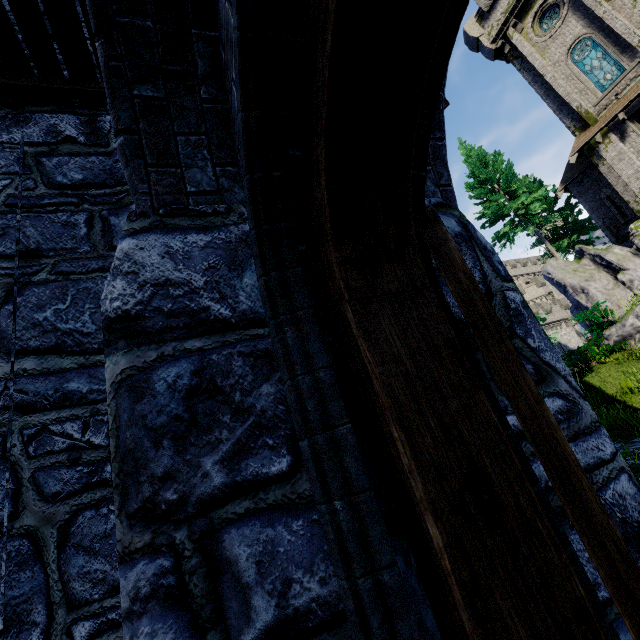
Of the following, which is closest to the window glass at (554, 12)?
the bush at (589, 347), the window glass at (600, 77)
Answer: the window glass at (600, 77)

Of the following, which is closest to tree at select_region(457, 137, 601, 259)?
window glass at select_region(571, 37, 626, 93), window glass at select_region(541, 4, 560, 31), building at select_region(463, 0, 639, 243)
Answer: building at select_region(463, 0, 639, 243)

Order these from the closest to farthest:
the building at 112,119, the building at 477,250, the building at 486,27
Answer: the building at 112,119
the building at 477,250
the building at 486,27

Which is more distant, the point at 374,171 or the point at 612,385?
the point at 612,385

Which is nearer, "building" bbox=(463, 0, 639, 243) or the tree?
"building" bbox=(463, 0, 639, 243)

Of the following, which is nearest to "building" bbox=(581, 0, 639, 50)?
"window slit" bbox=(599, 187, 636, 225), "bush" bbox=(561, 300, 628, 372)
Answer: "window slit" bbox=(599, 187, 636, 225)

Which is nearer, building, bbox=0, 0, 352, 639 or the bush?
building, bbox=0, 0, 352, 639

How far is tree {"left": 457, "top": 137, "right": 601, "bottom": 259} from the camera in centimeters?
2342cm
